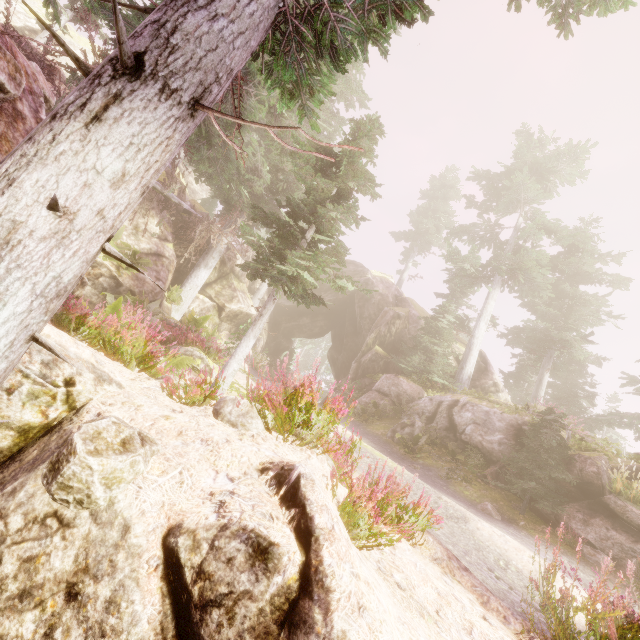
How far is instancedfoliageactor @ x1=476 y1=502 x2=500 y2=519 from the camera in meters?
9.5 m

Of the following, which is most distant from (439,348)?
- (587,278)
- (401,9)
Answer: (401,9)

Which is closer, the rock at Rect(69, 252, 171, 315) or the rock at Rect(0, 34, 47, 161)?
the rock at Rect(0, 34, 47, 161)

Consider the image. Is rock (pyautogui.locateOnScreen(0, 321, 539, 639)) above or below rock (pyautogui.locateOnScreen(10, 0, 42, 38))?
below

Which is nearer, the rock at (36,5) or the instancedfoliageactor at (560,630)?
the instancedfoliageactor at (560,630)

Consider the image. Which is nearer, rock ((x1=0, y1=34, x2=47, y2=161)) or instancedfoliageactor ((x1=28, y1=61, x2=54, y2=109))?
rock ((x1=0, y1=34, x2=47, y2=161))
